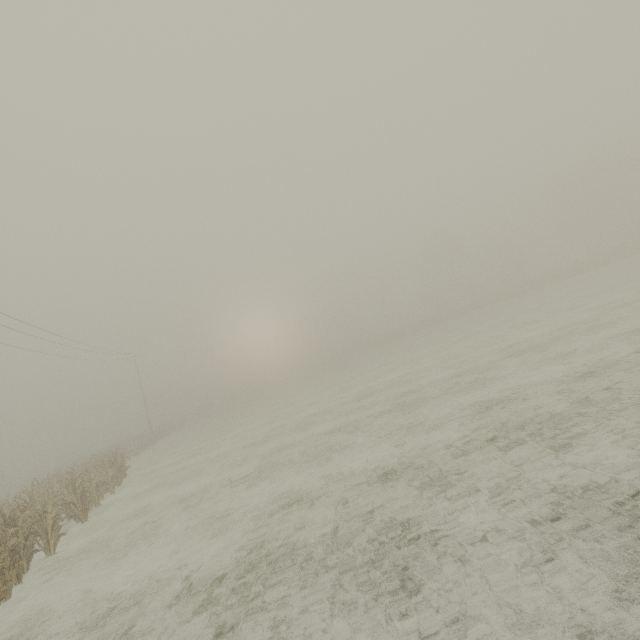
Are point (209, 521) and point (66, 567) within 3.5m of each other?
no
